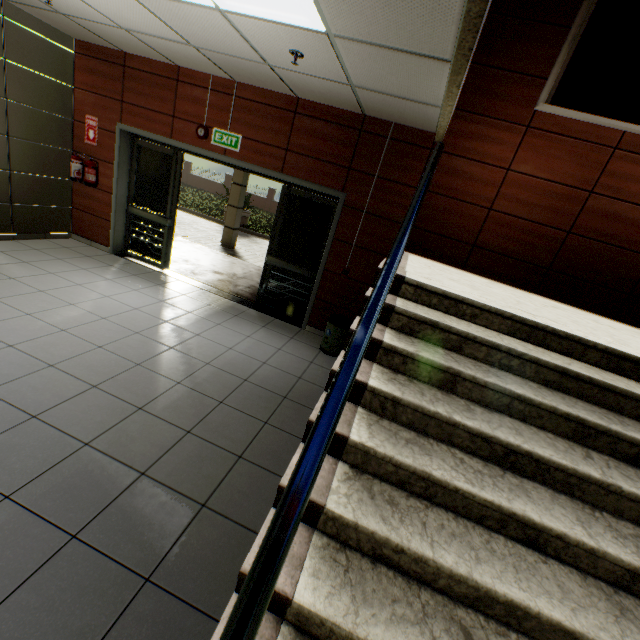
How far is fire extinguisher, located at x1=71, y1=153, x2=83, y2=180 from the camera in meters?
5.6 m

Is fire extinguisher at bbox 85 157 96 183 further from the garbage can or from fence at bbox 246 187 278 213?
fence at bbox 246 187 278 213

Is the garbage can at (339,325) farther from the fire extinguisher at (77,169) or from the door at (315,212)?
the fire extinguisher at (77,169)

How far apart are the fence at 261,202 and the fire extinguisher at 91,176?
24.0m

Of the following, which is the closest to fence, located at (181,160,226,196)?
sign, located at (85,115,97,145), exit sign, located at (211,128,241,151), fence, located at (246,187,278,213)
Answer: fence, located at (246,187,278,213)

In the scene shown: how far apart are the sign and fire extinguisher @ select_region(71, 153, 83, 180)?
0.3m

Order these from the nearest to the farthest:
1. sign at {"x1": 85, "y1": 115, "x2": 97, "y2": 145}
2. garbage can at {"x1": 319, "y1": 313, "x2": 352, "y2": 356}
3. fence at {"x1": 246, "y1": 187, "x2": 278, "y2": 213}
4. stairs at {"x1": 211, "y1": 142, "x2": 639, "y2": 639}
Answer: stairs at {"x1": 211, "y1": 142, "x2": 639, "y2": 639} → garbage can at {"x1": 319, "y1": 313, "x2": 352, "y2": 356} → sign at {"x1": 85, "y1": 115, "x2": 97, "y2": 145} → fence at {"x1": 246, "y1": 187, "x2": 278, "y2": 213}

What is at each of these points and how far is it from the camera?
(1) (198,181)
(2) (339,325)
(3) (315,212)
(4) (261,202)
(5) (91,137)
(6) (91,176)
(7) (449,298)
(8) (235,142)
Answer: (1) fence, 30.9 meters
(2) garbage can, 4.7 meters
(3) door, 5.2 meters
(4) fence, 29.8 meters
(5) sign, 5.6 meters
(6) fire extinguisher, 5.6 meters
(7) stairs, 2.5 meters
(8) exit sign, 5.0 meters
